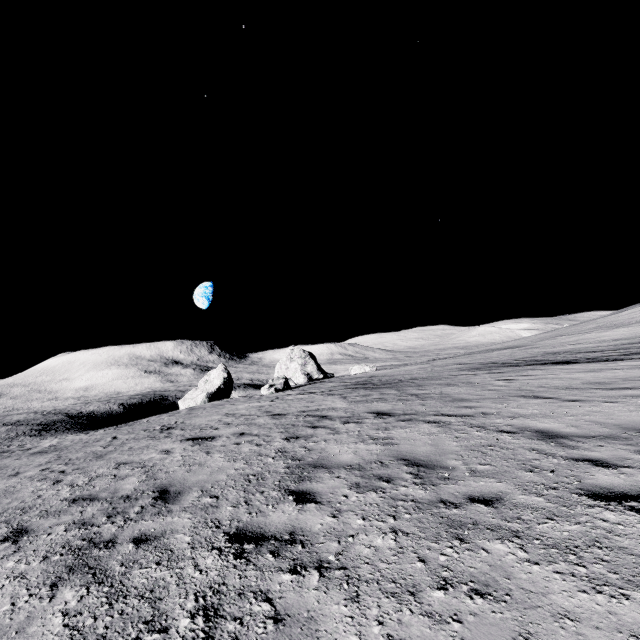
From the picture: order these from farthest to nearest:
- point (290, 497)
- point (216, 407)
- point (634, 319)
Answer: point (634, 319) → point (216, 407) → point (290, 497)

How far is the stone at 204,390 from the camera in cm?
3981

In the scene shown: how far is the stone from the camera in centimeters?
3981cm
